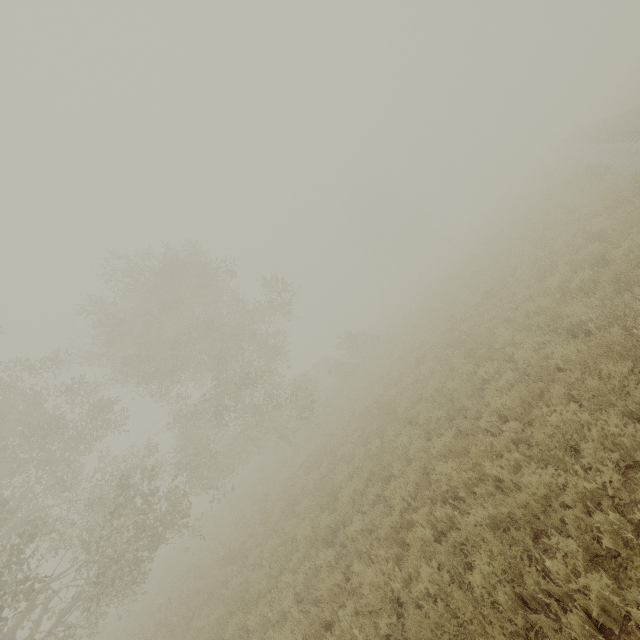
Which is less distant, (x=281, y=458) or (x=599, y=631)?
(x=599, y=631)

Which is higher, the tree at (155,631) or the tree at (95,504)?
the tree at (95,504)

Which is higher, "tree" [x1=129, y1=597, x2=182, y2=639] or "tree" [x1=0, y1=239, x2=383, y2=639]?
"tree" [x1=0, y1=239, x2=383, y2=639]
